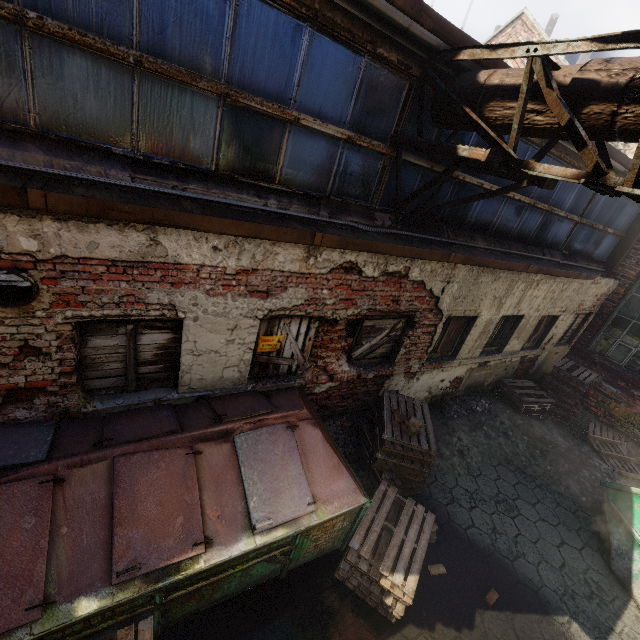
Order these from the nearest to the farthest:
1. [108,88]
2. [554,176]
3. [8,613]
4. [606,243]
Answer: [8,613]
[108,88]
[554,176]
[606,243]

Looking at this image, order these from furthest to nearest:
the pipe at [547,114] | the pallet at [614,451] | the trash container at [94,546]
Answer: the pallet at [614,451], the pipe at [547,114], the trash container at [94,546]

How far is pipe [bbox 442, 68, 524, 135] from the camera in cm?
336

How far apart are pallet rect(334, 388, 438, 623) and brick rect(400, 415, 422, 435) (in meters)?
0.78

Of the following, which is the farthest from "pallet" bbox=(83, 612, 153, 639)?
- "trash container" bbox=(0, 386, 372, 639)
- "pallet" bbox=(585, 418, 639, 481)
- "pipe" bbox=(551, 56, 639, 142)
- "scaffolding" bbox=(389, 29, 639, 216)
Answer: "pallet" bbox=(585, 418, 639, 481)

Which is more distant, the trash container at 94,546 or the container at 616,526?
the container at 616,526

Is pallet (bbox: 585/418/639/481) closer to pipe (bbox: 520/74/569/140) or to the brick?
→ the brick

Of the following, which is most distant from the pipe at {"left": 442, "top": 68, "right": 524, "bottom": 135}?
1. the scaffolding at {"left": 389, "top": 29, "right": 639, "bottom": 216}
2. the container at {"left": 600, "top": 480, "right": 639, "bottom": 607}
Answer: the container at {"left": 600, "top": 480, "right": 639, "bottom": 607}
